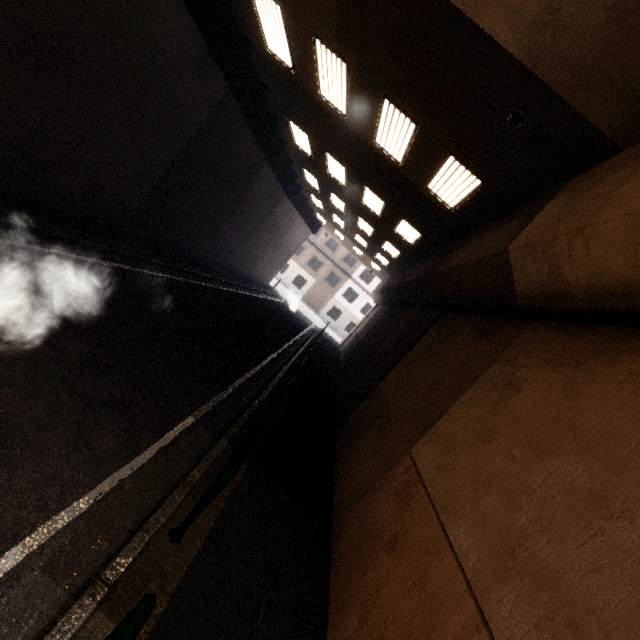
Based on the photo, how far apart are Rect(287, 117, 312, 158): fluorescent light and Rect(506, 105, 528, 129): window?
8.7 meters

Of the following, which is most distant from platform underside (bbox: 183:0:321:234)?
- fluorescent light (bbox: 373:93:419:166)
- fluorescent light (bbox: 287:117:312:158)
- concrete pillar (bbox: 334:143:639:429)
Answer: concrete pillar (bbox: 334:143:639:429)

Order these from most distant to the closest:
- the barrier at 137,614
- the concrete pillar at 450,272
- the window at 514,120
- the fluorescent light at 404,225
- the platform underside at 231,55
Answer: the fluorescent light at 404,225, the platform underside at 231,55, the window at 514,120, the concrete pillar at 450,272, the barrier at 137,614

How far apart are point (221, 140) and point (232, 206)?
4.44m

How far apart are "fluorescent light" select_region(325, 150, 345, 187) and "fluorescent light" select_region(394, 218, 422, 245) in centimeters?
282cm

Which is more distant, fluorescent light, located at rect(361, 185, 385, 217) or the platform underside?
fluorescent light, located at rect(361, 185, 385, 217)

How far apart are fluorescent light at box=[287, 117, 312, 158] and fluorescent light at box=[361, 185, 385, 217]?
2.9 meters

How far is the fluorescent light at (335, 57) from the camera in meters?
6.8
